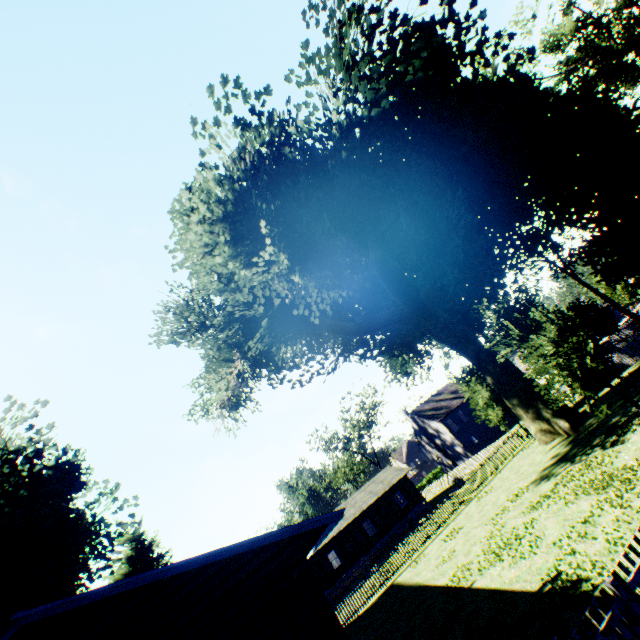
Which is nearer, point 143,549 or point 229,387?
point 143,549

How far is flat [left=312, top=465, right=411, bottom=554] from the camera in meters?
35.7

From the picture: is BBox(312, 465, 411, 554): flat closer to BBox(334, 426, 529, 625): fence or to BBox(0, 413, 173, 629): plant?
BBox(334, 426, 529, 625): fence

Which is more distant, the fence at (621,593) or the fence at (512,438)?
the fence at (512,438)

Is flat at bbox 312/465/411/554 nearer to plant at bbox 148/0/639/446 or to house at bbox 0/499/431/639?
plant at bbox 148/0/639/446

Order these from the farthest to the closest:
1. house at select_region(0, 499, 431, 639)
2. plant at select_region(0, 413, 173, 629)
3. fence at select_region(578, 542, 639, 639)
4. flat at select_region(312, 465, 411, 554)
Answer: flat at select_region(312, 465, 411, 554)
plant at select_region(0, 413, 173, 629)
house at select_region(0, 499, 431, 639)
fence at select_region(578, 542, 639, 639)

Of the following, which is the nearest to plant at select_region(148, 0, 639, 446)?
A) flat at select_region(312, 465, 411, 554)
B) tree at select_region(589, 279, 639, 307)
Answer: tree at select_region(589, 279, 639, 307)

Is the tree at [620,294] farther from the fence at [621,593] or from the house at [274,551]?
the house at [274,551]
